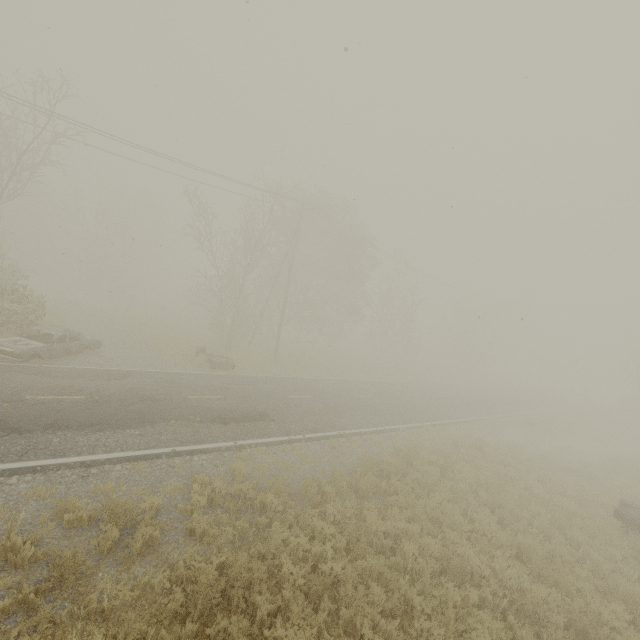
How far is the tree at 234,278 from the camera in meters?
22.8

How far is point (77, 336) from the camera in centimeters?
1616cm

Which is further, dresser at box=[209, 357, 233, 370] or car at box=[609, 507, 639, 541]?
dresser at box=[209, 357, 233, 370]

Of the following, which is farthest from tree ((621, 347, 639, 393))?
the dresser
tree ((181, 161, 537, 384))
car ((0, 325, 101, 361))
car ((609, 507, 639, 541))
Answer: car ((0, 325, 101, 361))

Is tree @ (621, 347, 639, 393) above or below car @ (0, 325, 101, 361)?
above

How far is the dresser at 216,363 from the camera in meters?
18.7 m

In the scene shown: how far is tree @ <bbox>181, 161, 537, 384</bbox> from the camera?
22.8m

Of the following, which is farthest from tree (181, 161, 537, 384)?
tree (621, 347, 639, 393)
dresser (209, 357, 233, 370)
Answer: tree (621, 347, 639, 393)
